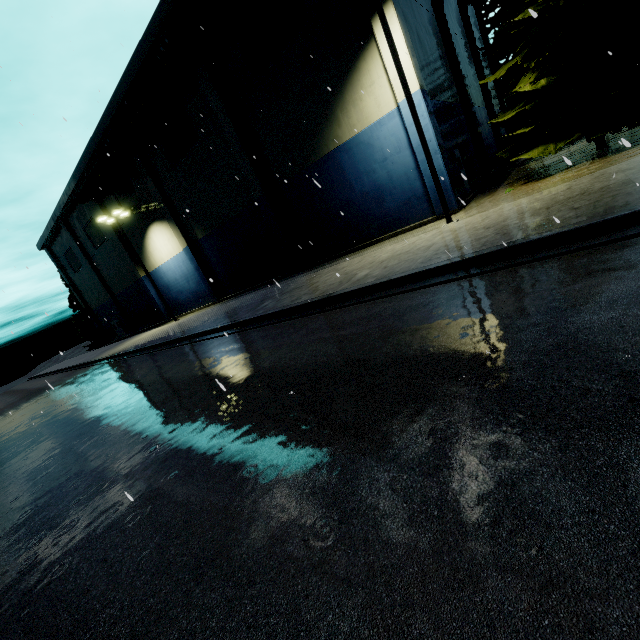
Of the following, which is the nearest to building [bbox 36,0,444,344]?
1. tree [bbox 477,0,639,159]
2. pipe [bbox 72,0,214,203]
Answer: pipe [bbox 72,0,214,203]

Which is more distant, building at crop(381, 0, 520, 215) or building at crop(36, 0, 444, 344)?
building at crop(36, 0, 444, 344)

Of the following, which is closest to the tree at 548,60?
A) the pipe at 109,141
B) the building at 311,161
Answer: the pipe at 109,141

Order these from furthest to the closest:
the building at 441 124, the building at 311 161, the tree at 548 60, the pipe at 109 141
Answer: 1. the pipe at 109 141
2. the building at 311 161
3. the building at 441 124
4. the tree at 548 60

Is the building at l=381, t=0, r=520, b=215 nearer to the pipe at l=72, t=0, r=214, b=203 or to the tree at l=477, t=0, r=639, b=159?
the pipe at l=72, t=0, r=214, b=203

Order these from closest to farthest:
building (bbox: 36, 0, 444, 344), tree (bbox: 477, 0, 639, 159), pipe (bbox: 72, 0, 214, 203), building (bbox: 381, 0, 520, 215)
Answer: tree (bbox: 477, 0, 639, 159) → building (bbox: 381, 0, 520, 215) → building (bbox: 36, 0, 444, 344) → pipe (bbox: 72, 0, 214, 203)

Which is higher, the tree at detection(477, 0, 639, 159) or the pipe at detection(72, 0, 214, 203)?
the pipe at detection(72, 0, 214, 203)

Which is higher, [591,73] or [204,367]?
[591,73]
